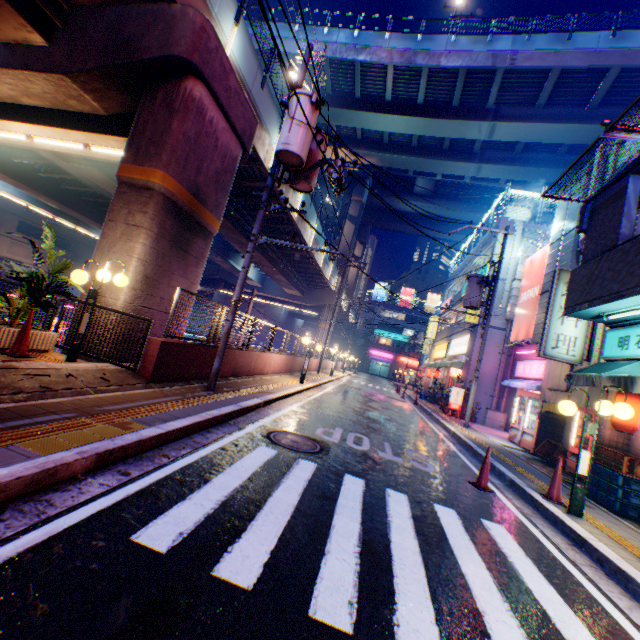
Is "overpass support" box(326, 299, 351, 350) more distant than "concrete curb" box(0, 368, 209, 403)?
Yes

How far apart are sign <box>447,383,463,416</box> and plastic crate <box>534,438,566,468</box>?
6.5 meters

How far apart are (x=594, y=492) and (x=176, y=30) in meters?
14.9 m

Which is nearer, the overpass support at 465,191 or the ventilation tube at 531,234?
the ventilation tube at 531,234

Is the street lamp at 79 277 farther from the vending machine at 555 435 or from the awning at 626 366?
the vending machine at 555 435

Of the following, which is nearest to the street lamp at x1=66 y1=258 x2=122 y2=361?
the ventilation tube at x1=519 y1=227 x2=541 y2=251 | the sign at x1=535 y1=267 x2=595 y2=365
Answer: the sign at x1=535 y1=267 x2=595 y2=365

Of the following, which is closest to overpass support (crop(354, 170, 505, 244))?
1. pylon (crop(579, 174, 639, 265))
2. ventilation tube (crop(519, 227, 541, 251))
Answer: pylon (crop(579, 174, 639, 265))

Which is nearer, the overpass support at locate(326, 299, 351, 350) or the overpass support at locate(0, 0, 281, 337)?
the overpass support at locate(0, 0, 281, 337)
